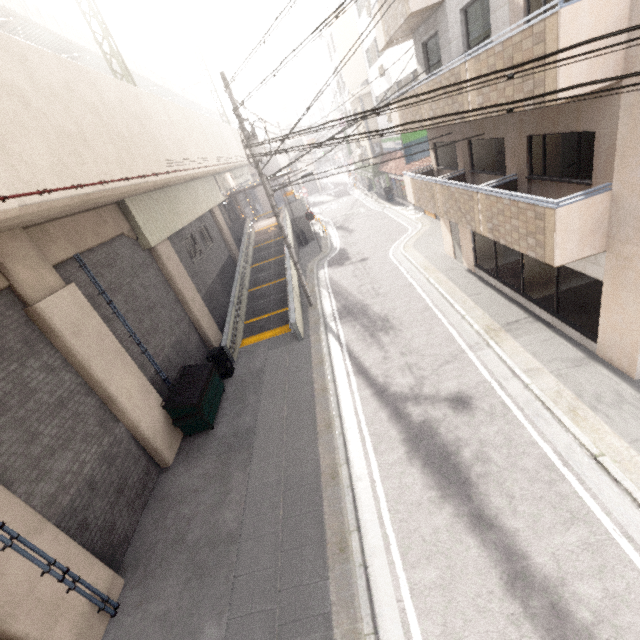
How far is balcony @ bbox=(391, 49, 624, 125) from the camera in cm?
510

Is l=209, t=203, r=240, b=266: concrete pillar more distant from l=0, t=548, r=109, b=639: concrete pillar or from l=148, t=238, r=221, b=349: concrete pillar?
l=0, t=548, r=109, b=639: concrete pillar

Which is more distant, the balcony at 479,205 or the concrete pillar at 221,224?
the concrete pillar at 221,224

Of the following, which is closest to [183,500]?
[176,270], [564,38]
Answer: [176,270]

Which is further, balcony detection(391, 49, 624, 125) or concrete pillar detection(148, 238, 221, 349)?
concrete pillar detection(148, 238, 221, 349)

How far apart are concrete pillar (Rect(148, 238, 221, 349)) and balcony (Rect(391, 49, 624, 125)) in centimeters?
1065cm

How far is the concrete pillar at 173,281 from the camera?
12.8m

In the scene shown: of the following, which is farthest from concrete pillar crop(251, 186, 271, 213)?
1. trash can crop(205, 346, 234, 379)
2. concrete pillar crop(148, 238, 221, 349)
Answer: trash can crop(205, 346, 234, 379)
